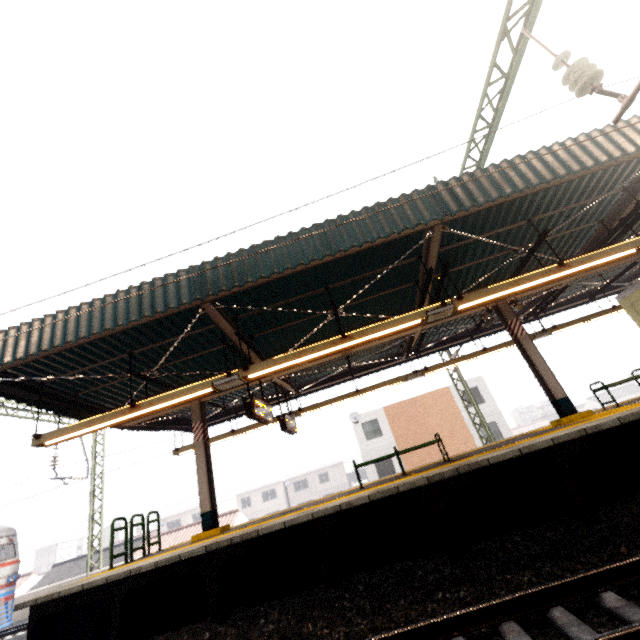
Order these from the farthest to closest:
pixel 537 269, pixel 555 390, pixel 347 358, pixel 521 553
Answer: pixel 347 358 → pixel 537 269 → pixel 555 390 → pixel 521 553

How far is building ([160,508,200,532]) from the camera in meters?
49.2

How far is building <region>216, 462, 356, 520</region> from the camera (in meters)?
48.38

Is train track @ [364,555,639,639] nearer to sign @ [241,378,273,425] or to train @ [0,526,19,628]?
sign @ [241,378,273,425]

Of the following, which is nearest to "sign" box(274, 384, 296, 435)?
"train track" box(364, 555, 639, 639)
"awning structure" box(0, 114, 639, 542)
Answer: "awning structure" box(0, 114, 639, 542)

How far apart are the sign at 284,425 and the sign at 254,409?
1.3m

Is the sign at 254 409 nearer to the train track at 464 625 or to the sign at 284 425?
the sign at 284 425

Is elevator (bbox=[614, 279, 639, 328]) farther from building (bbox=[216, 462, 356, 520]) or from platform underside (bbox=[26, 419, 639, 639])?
building (bbox=[216, 462, 356, 520])
